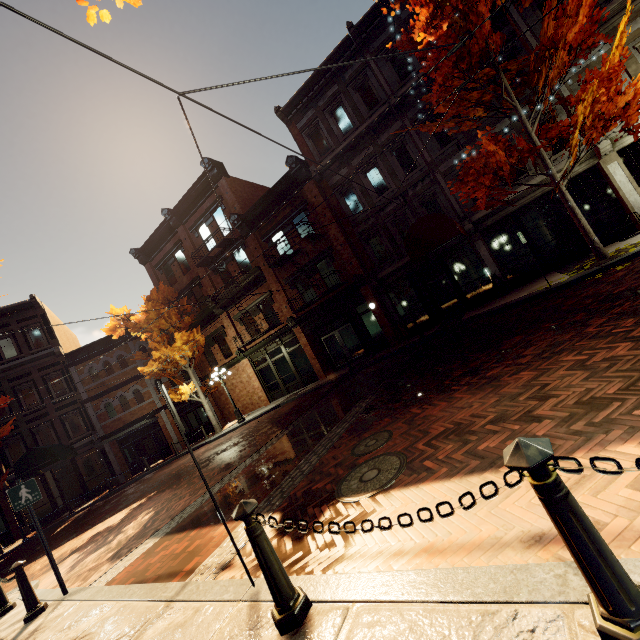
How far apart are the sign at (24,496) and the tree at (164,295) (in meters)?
16.25

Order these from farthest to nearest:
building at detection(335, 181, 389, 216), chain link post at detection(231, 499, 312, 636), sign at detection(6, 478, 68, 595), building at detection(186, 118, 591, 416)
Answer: building at detection(335, 181, 389, 216) < building at detection(186, 118, 591, 416) < sign at detection(6, 478, 68, 595) < chain link post at detection(231, 499, 312, 636)

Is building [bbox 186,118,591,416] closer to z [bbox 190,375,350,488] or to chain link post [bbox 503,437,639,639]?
z [bbox 190,375,350,488]

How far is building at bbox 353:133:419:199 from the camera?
15.34m

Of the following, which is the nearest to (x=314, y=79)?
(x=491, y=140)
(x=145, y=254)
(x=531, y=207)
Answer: (x=491, y=140)

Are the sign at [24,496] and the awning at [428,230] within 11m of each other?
no
